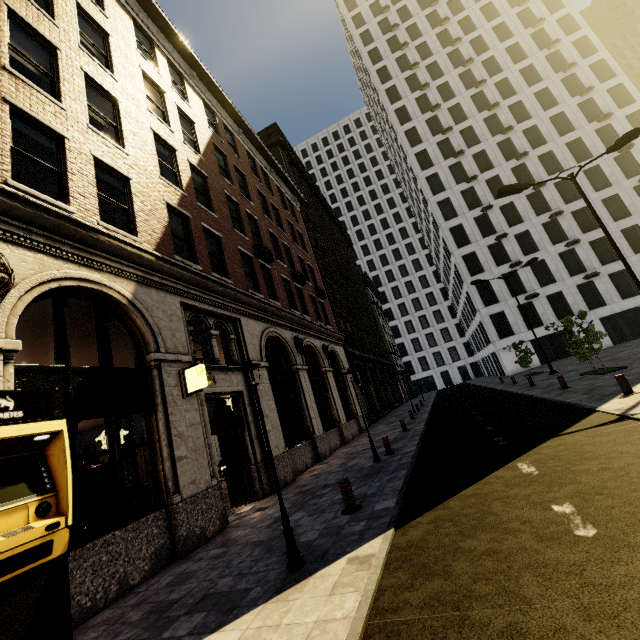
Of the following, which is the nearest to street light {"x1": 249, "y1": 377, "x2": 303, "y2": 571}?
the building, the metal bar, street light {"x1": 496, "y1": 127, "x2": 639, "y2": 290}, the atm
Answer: the metal bar

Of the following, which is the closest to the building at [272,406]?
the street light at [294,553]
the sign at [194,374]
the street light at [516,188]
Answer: the sign at [194,374]

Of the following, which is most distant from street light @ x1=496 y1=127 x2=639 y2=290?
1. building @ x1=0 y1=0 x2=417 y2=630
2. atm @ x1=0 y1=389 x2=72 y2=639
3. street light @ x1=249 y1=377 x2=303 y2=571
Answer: atm @ x1=0 y1=389 x2=72 y2=639

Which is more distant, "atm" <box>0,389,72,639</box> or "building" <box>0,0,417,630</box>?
"building" <box>0,0,417,630</box>

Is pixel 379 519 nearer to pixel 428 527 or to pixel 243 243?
pixel 428 527

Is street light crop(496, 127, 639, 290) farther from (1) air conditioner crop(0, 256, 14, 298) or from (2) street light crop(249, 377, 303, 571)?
(1) air conditioner crop(0, 256, 14, 298)

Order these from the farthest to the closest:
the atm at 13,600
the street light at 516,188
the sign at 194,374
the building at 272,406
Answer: the street light at 516,188 → the sign at 194,374 → the building at 272,406 → the atm at 13,600

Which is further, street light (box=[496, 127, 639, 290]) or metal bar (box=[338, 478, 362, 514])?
street light (box=[496, 127, 639, 290])
